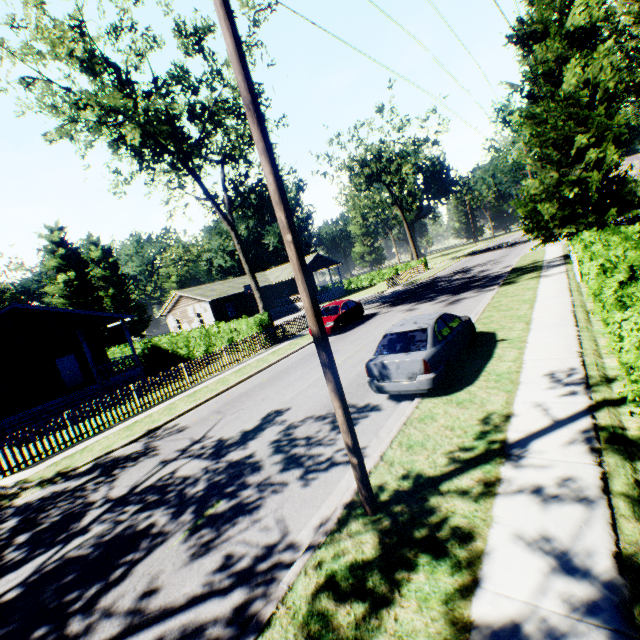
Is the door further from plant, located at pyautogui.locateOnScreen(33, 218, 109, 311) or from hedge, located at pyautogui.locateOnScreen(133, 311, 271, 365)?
plant, located at pyautogui.locateOnScreen(33, 218, 109, 311)

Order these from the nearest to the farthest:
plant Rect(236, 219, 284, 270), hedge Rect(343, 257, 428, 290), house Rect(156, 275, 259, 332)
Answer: house Rect(156, 275, 259, 332), hedge Rect(343, 257, 428, 290), plant Rect(236, 219, 284, 270)

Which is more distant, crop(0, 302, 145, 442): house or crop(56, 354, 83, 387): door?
crop(56, 354, 83, 387): door

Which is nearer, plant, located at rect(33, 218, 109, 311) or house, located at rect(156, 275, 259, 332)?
house, located at rect(156, 275, 259, 332)

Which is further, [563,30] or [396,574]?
[563,30]

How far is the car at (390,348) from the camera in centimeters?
737cm

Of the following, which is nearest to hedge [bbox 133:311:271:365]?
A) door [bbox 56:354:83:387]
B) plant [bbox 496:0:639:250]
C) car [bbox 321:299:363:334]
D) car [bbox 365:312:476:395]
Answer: car [bbox 321:299:363:334]

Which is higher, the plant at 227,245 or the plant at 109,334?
the plant at 227,245
